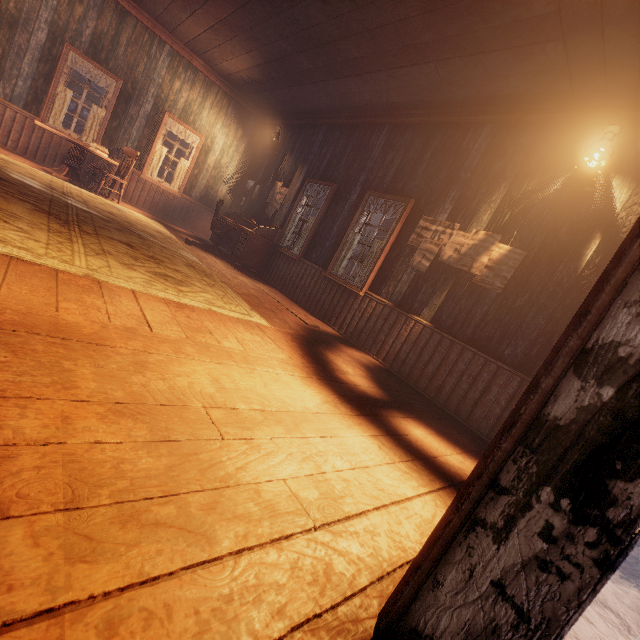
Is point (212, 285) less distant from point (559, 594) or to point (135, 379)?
point (135, 379)

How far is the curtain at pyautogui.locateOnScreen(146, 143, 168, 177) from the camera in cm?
813

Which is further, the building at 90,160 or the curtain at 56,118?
the building at 90,160

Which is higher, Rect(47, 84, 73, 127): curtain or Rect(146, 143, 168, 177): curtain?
Rect(146, 143, 168, 177): curtain

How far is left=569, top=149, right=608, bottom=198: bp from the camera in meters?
3.4

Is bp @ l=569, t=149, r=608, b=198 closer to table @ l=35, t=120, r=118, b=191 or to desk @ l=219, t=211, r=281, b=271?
desk @ l=219, t=211, r=281, b=271

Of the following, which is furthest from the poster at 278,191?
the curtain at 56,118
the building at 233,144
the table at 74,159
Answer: the curtain at 56,118

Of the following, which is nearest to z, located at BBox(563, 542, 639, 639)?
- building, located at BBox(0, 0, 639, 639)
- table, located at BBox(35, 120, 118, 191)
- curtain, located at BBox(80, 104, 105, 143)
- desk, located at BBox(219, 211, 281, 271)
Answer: building, located at BBox(0, 0, 639, 639)
